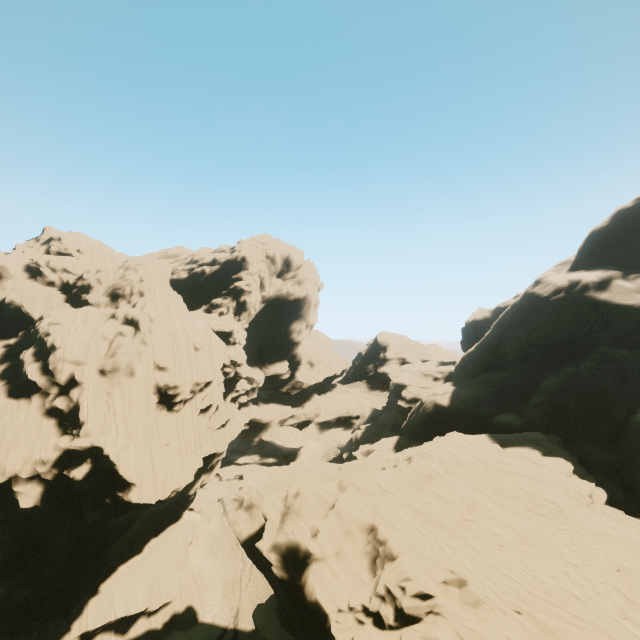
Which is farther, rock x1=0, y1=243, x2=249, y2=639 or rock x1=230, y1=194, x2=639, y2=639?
rock x1=0, y1=243, x2=249, y2=639

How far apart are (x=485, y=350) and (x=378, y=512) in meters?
35.5 m

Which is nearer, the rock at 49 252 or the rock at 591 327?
the rock at 591 327
